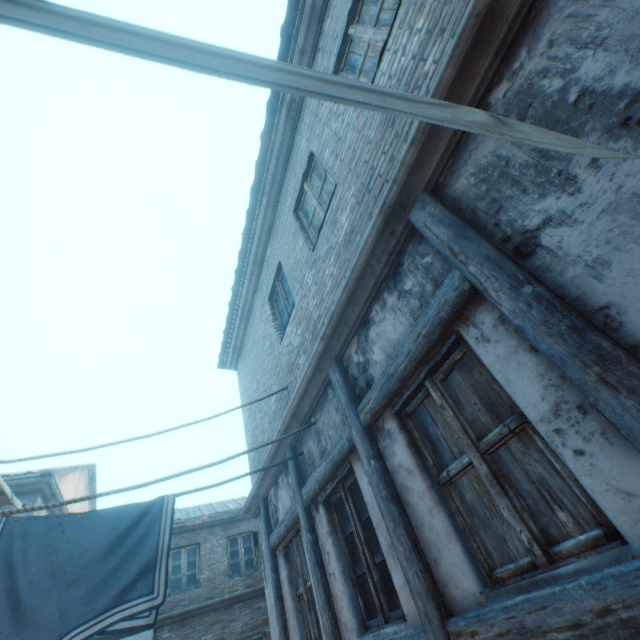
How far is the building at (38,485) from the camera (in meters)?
8.92

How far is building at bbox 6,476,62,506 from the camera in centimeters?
892cm

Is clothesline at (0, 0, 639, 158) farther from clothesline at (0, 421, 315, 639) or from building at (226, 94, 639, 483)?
clothesline at (0, 421, 315, 639)

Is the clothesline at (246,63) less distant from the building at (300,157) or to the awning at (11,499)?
the building at (300,157)

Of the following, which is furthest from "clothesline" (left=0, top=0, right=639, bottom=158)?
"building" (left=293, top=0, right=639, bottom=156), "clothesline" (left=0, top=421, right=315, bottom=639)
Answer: "clothesline" (left=0, top=421, right=315, bottom=639)

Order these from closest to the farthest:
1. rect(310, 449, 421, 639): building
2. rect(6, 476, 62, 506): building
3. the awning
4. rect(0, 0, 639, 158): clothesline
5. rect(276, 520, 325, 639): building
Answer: rect(0, 0, 639, 158): clothesline, rect(310, 449, 421, 639): building, rect(276, 520, 325, 639): building, the awning, rect(6, 476, 62, 506): building

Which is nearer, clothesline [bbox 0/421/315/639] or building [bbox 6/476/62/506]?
clothesline [bbox 0/421/315/639]

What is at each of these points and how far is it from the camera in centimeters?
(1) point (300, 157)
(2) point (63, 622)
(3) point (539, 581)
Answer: (1) building, 535cm
(2) clothesline, 290cm
(3) building, 171cm
